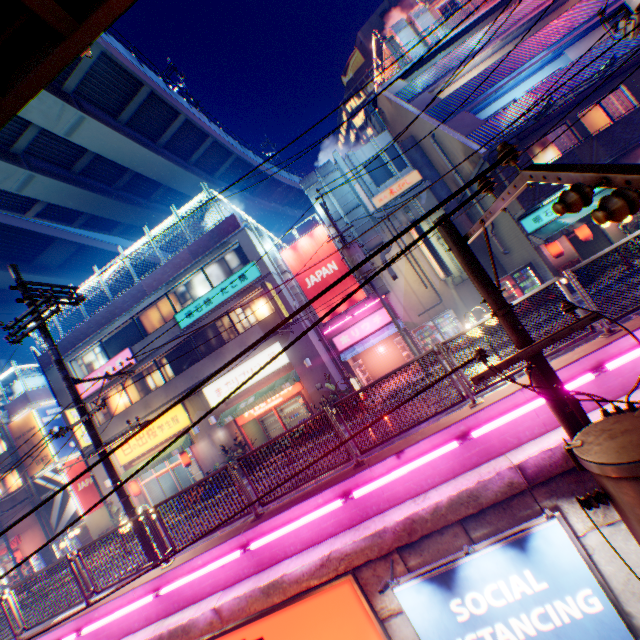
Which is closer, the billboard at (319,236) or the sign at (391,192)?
the sign at (391,192)

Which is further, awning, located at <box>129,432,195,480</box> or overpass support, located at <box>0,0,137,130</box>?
awning, located at <box>129,432,195,480</box>

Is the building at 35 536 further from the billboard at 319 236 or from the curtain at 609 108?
the curtain at 609 108

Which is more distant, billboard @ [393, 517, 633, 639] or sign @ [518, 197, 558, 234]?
sign @ [518, 197, 558, 234]

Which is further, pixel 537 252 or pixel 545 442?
pixel 537 252

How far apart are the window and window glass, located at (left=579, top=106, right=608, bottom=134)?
7.2 meters

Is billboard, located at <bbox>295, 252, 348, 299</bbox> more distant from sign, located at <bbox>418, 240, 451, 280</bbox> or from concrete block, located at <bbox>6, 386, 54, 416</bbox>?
concrete block, located at <bbox>6, 386, 54, 416</bbox>

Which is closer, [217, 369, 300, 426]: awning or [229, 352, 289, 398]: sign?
[217, 369, 300, 426]: awning
